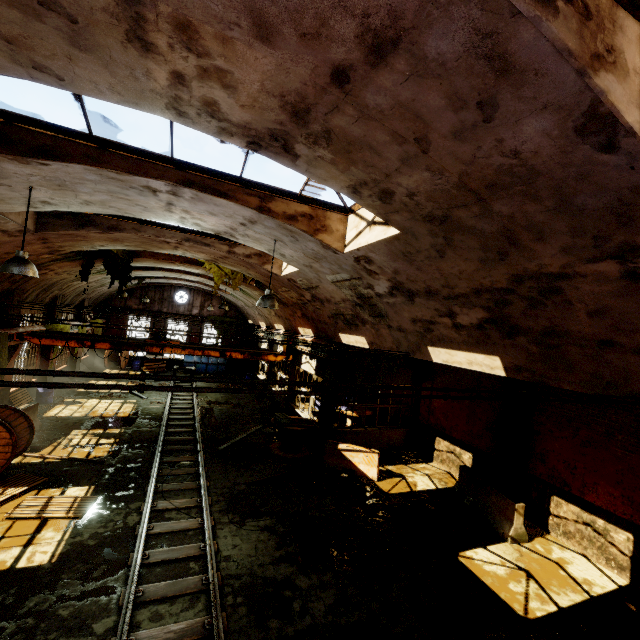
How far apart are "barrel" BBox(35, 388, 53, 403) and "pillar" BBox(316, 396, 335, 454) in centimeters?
1392cm

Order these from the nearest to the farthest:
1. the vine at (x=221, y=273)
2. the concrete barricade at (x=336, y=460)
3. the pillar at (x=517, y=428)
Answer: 1. the pillar at (x=517, y=428)
2. the concrete barricade at (x=336, y=460)
3. the vine at (x=221, y=273)

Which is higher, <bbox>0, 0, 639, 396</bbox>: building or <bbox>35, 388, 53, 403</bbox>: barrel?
<bbox>0, 0, 639, 396</bbox>: building

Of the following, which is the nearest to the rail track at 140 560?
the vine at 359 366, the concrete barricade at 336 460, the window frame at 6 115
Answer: the concrete barricade at 336 460

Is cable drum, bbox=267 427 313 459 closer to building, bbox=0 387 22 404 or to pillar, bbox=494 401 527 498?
building, bbox=0 387 22 404

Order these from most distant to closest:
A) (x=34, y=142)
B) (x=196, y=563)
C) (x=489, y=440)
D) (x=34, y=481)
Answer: (x=489, y=440)
(x=34, y=481)
(x=196, y=563)
(x=34, y=142)

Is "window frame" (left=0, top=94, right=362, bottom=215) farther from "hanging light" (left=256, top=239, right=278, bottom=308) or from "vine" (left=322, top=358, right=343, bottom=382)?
"vine" (left=322, top=358, right=343, bottom=382)

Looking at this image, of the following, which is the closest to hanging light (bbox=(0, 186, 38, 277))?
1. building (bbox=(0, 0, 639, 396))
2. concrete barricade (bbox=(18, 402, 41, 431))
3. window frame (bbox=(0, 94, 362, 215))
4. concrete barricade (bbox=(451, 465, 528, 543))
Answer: building (bbox=(0, 0, 639, 396))
